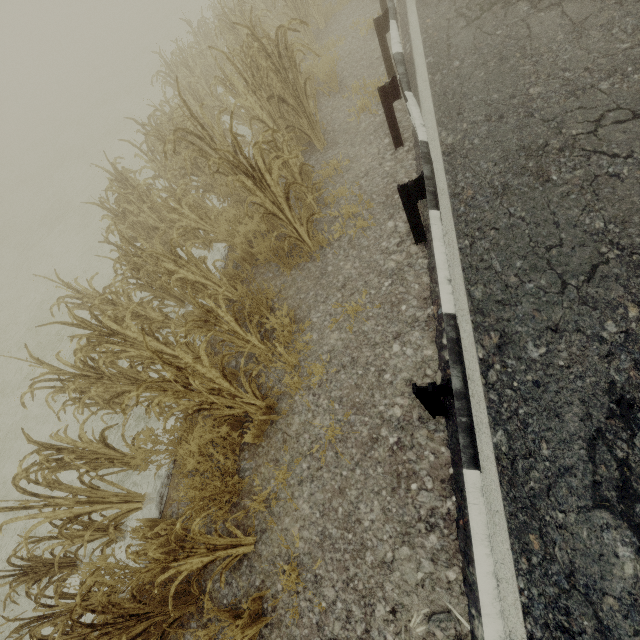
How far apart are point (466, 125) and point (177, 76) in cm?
925

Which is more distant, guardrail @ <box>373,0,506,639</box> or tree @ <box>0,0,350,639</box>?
tree @ <box>0,0,350,639</box>

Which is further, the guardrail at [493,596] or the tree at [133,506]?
the tree at [133,506]
